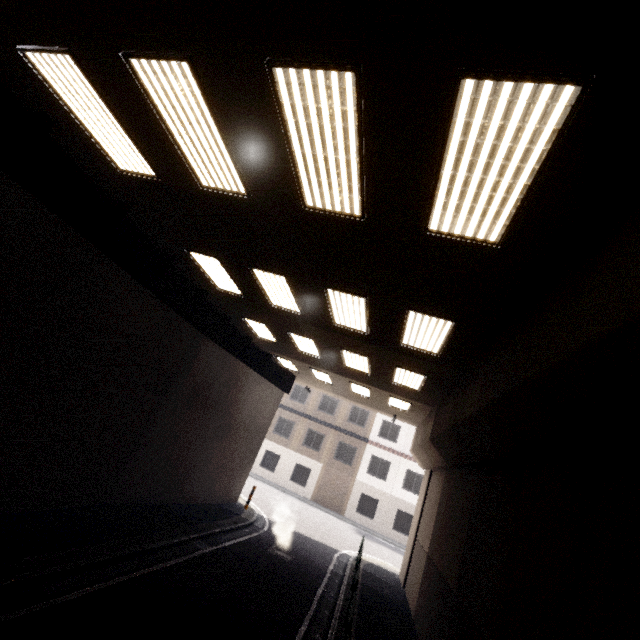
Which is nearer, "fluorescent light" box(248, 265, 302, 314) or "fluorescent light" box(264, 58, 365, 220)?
"fluorescent light" box(264, 58, 365, 220)

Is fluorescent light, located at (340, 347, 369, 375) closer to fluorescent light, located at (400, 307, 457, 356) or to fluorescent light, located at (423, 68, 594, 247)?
fluorescent light, located at (400, 307, 457, 356)

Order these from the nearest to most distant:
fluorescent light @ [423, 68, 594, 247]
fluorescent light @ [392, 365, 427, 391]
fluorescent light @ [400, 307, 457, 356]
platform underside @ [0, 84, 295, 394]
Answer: fluorescent light @ [423, 68, 594, 247], platform underside @ [0, 84, 295, 394], fluorescent light @ [400, 307, 457, 356], fluorescent light @ [392, 365, 427, 391]

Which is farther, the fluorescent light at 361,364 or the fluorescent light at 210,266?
the fluorescent light at 361,364

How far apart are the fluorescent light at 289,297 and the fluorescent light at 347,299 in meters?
1.0

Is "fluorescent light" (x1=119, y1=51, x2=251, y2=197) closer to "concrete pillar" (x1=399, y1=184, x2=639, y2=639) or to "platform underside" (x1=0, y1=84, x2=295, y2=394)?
"platform underside" (x1=0, y1=84, x2=295, y2=394)

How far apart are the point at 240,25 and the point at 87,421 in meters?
9.4 m

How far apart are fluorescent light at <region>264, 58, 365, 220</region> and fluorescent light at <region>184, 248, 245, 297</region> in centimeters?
376cm
